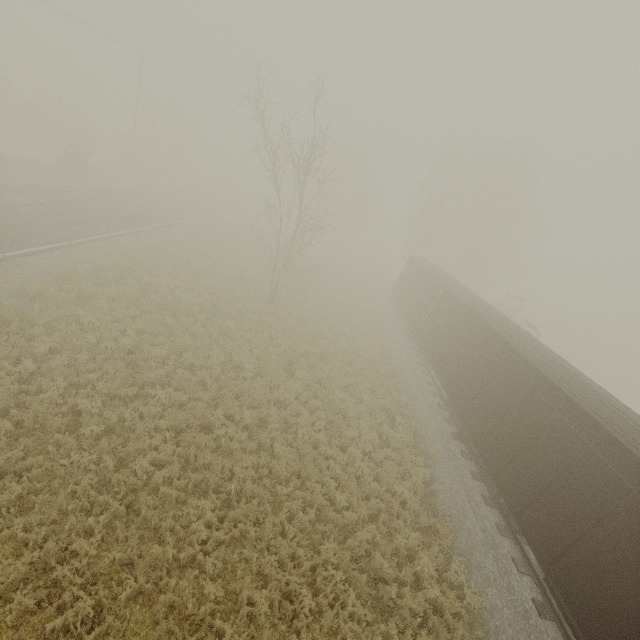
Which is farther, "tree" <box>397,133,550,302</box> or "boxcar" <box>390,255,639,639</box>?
"tree" <box>397,133,550,302</box>

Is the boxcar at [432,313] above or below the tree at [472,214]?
below

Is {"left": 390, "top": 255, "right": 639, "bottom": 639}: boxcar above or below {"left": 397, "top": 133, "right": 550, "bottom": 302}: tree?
below

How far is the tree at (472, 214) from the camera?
33.5 meters

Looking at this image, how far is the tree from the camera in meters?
33.5 m

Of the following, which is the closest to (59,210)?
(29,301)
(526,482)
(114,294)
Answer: (114,294)
